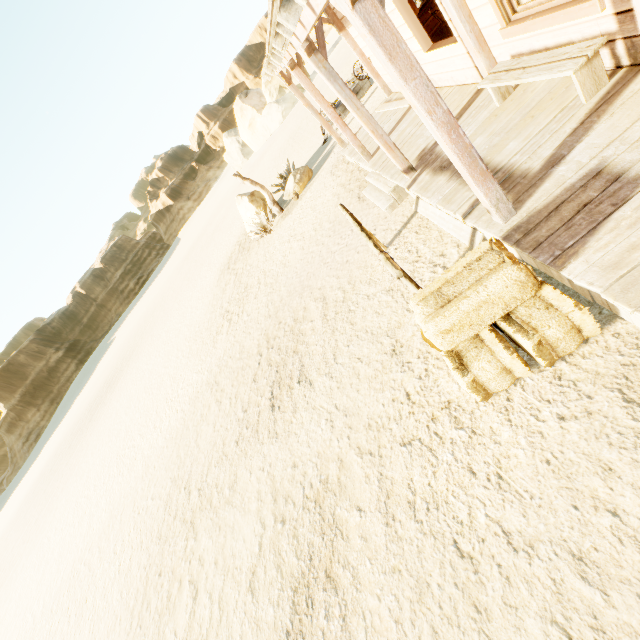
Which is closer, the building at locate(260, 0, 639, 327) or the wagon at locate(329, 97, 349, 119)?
the building at locate(260, 0, 639, 327)

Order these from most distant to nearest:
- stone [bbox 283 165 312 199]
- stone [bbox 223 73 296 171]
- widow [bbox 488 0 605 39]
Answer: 1. stone [bbox 223 73 296 171]
2. stone [bbox 283 165 312 199]
3. widow [bbox 488 0 605 39]

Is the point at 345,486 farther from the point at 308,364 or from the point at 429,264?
the point at 429,264

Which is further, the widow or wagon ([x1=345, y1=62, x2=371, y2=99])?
wagon ([x1=345, y1=62, x2=371, y2=99])

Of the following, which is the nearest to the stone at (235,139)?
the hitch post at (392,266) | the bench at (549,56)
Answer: the hitch post at (392,266)

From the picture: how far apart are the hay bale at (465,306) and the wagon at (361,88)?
13.0m

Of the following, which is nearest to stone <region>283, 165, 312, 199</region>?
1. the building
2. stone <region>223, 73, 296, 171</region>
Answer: the building

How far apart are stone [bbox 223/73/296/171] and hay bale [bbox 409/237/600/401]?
45.2m
